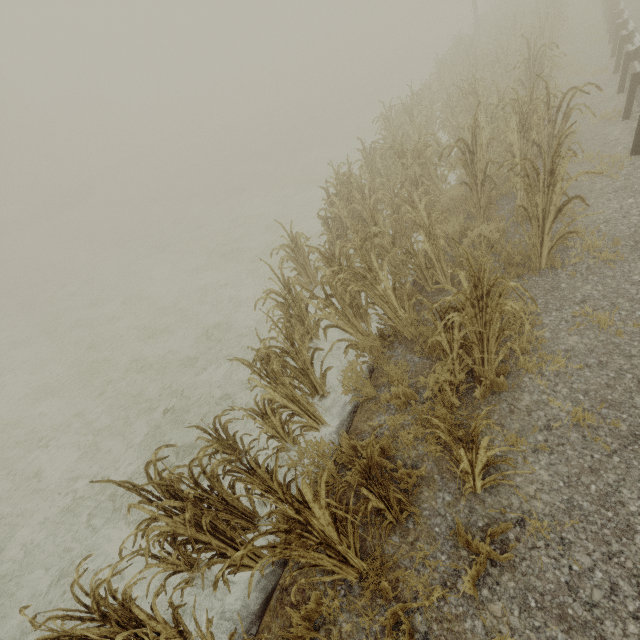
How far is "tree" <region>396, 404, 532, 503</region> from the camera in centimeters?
245cm

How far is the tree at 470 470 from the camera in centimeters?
245cm

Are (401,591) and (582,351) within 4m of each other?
yes

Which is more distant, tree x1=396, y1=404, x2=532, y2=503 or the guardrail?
the guardrail

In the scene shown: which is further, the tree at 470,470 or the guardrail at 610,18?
the guardrail at 610,18
